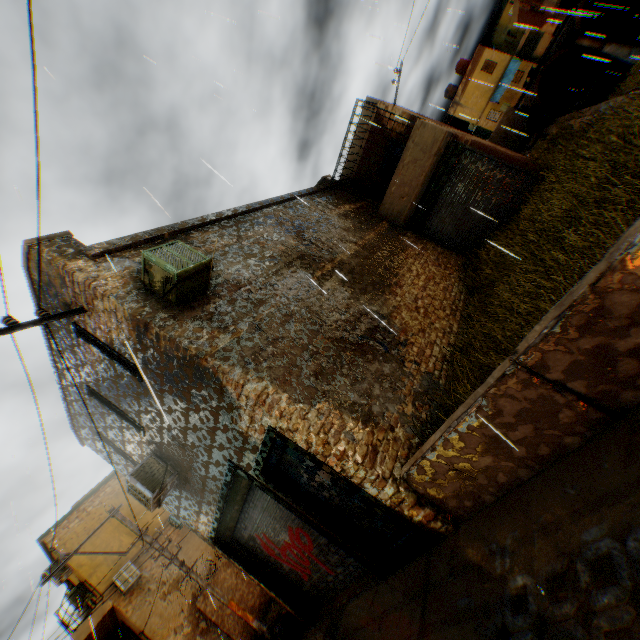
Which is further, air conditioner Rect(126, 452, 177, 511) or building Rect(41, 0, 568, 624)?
air conditioner Rect(126, 452, 177, 511)

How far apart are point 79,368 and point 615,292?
9.3m

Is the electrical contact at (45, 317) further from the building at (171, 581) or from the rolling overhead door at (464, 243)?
the rolling overhead door at (464, 243)

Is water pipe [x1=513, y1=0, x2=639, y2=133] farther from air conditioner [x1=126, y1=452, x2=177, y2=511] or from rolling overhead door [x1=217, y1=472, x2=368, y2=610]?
air conditioner [x1=126, y1=452, x2=177, y2=511]

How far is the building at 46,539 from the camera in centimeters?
1507cm

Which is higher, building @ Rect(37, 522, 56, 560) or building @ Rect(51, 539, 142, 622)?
building @ Rect(37, 522, 56, 560)

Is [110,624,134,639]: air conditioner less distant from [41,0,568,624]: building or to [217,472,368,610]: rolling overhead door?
[41,0,568,624]: building

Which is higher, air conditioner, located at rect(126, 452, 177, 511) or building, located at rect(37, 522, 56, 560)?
building, located at rect(37, 522, 56, 560)
